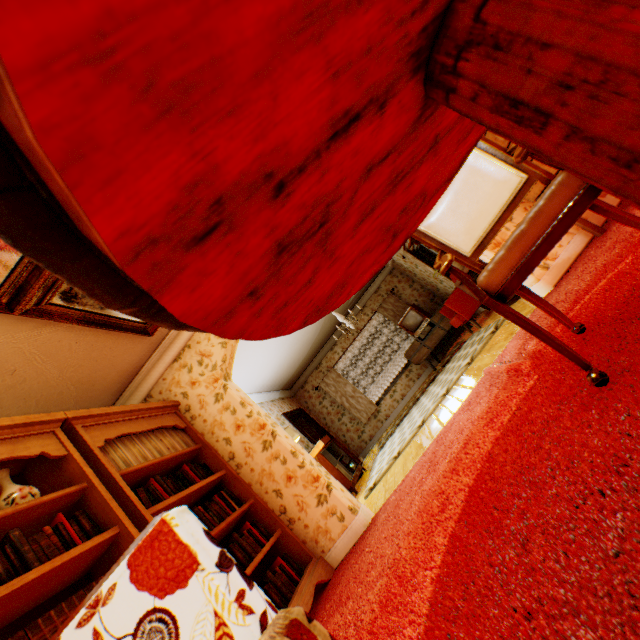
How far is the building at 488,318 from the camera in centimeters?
577cm

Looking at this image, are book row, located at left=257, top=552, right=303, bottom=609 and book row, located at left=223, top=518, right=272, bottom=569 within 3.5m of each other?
yes

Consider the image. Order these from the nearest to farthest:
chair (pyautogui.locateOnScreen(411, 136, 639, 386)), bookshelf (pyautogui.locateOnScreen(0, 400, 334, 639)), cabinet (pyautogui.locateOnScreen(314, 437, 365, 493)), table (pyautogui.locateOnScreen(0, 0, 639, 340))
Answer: table (pyautogui.locateOnScreen(0, 0, 639, 340))
chair (pyautogui.locateOnScreen(411, 136, 639, 386))
bookshelf (pyautogui.locateOnScreen(0, 400, 334, 639))
cabinet (pyautogui.locateOnScreen(314, 437, 365, 493))

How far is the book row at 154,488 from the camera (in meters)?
2.74

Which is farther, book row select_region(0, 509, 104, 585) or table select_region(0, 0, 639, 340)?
book row select_region(0, 509, 104, 585)

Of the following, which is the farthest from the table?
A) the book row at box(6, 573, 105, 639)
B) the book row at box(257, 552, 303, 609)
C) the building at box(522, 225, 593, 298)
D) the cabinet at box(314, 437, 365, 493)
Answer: the cabinet at box(314, 437, 365, 493)

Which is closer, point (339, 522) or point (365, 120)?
point (365, 120)

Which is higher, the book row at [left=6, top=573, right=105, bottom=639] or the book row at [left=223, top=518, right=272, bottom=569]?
the book row at [left=6, top=573, right=105, bottom=639]
